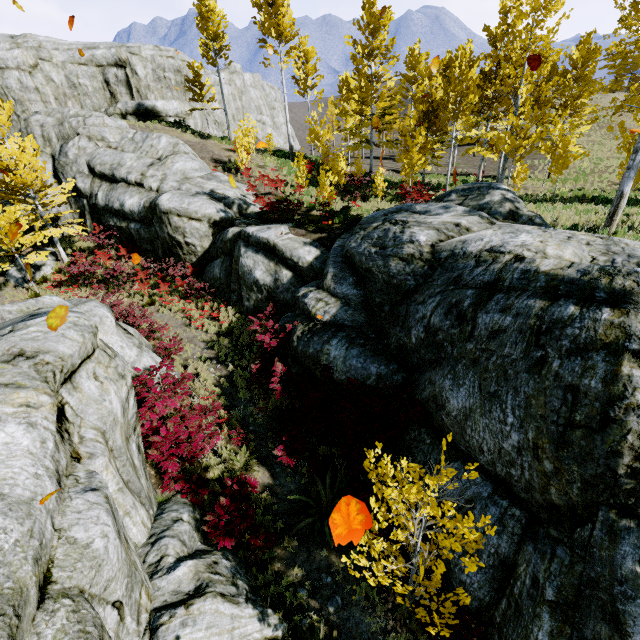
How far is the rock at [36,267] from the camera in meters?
18.0 m

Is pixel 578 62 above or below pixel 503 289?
above

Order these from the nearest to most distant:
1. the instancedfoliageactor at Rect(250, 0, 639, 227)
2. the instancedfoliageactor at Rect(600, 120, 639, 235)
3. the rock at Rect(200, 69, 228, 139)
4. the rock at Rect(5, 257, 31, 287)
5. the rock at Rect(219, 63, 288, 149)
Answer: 1. the instancedfoliageactor at Rect(600, 120, 639, 235)
2. the instancedfoliageactor at Rect(250, 0, 639, 227)
3. the rock at Rect(5, 257, 31, 287)
4. the rock at Rect(200, 69, 228, 139)
5. the rock at Rect(219, 63, 288, 149)

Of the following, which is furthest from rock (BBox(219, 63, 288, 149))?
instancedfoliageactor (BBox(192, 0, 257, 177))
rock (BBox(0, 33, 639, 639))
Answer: rock (BBox(0, 33, 639, 639))

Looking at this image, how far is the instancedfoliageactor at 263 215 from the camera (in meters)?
15.13

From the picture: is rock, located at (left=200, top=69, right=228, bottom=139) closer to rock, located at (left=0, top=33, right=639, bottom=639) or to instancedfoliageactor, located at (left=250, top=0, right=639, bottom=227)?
instancedfoliageactor, located at (left=250, top=0, right=639, bottom=227)

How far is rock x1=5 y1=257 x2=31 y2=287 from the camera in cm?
1754

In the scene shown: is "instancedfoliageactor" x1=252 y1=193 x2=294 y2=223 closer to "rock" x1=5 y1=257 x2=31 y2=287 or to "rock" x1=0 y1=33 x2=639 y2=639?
"rock" x1=0 y1=33 x2=639 y2=639
